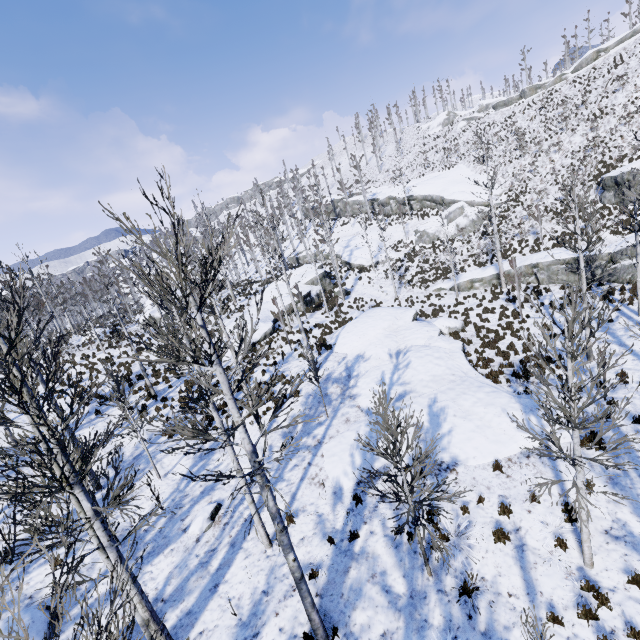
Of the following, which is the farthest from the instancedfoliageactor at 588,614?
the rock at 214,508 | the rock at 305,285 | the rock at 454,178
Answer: the rock at 454,178

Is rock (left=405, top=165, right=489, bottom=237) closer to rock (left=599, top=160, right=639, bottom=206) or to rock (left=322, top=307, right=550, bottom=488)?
rock (left=599, top=160, right=639, bottom=206)

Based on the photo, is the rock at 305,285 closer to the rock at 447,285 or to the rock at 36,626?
the rock at 447,285

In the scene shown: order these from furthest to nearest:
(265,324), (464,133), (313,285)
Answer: (464,133) < (313,285) < (265,324)

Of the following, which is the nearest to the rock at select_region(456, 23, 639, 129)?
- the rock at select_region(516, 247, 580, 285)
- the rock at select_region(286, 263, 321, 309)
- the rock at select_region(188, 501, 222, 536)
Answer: the rock at select_region(516, 247, 580, 285)

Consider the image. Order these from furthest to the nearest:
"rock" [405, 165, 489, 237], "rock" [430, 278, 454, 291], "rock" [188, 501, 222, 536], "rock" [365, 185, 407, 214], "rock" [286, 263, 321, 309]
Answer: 1. "rock" [365, 185, 407, 214]
2. "rock" [405, 165, 489, 237]
3. "rock" [286, 263, 321, 309]
4. "rock" [430, 278, 454, 291]
5. "rock" [188, 501, 222, 536]

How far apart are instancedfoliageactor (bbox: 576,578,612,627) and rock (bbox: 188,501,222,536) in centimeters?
995cm

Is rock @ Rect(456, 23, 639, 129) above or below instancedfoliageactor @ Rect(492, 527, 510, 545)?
above
